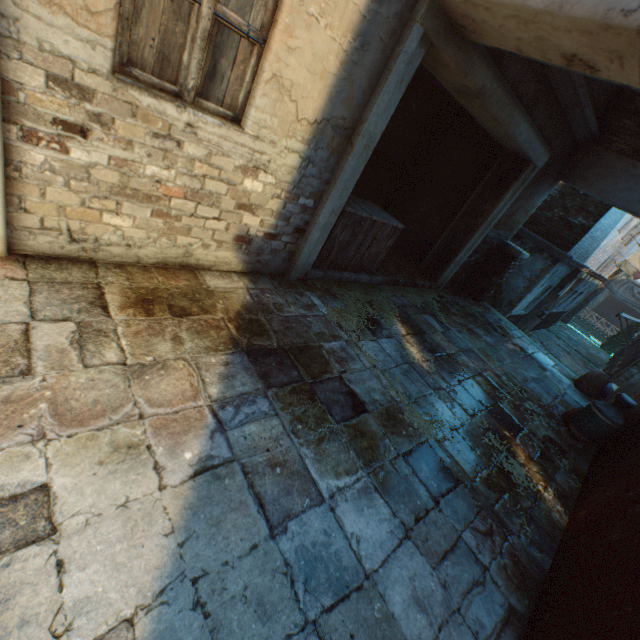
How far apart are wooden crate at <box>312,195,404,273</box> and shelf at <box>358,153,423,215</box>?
1.5 meters

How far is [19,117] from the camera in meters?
2.1 m

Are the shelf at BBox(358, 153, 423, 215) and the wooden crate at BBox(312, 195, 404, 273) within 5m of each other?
yes

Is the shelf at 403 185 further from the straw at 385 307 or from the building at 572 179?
the straw at 385 307

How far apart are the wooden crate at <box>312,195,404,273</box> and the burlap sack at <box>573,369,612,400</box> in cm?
493

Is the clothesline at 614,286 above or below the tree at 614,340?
above

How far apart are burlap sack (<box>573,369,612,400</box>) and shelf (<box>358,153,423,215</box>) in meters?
5.5

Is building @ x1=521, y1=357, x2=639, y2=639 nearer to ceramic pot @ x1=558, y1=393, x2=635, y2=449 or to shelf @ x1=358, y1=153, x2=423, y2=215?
ceramic pot @ x1=558, y1=393, x2=635, y2=449
